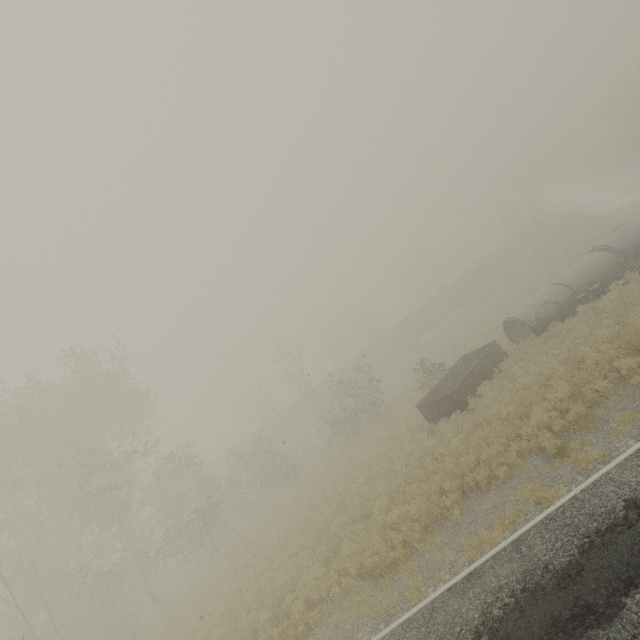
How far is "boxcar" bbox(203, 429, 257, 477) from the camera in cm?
4434

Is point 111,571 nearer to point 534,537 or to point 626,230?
A: point 534,537

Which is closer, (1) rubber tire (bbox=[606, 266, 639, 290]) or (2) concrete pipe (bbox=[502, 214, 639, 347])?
(1) rubber tire (bbox=[606, 266, 639, 290])

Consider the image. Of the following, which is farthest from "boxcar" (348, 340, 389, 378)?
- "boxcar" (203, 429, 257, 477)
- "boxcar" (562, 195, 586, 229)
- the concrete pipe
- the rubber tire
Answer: the rubber tire

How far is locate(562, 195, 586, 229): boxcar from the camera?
50.4m

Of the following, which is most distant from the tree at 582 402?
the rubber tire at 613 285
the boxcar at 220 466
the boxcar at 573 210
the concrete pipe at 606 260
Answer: the boxcar at 573 210

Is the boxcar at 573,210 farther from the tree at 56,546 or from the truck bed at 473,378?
the tree at 56,546

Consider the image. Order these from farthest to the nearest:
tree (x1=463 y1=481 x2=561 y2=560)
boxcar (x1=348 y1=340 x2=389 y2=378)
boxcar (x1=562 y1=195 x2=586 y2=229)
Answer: boxcar (x1=562 y1=195 x2=586 y2=229) → boxcar (x1=348 y1=340 x2=389 y2=378) → tree (x1=463 y1=481 x2=561 y2=560)
